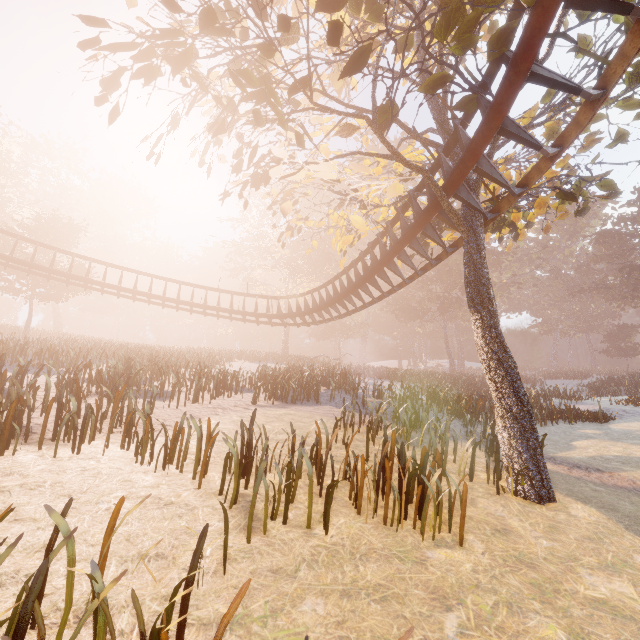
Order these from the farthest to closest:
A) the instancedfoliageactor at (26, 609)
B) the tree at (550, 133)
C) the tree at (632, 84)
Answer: the tree at (550, 133), the tree at (632, 84), the instancedfoliageactor at (26, 609)

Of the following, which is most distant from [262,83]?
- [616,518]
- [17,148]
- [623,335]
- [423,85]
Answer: [623,335]

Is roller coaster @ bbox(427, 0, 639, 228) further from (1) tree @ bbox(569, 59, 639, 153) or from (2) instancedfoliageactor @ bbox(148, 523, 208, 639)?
(2) instancedfoliageactor @ bbox(148, 523, 208, 639)

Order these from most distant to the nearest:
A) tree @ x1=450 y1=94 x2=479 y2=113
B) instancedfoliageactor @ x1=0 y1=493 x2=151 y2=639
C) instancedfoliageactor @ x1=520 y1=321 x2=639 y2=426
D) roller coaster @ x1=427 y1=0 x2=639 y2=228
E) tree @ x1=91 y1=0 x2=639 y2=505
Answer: instancedfoliageactor @ x1=520 y1=321 x2=639 y2=426, tree @ x1=450 y1=94 x2=479 y2=113, tree @ x1=91 y1=0 x2=639 y2=505, roller coaster @ x1=427 y1=0 x2=639 y2=228, instancedfoliageactor @ x1=0 y1=493 x2=151 y2=639

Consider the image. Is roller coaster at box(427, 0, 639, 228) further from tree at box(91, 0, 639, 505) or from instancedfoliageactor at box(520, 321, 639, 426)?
instancedfoliageactor at box(520, 321, 639, 426)

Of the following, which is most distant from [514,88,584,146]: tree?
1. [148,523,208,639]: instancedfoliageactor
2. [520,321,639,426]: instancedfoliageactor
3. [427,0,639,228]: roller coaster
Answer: [520,321,639,426]: instancedfoliageactor

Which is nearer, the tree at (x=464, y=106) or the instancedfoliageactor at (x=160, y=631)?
the instancedfoliageactor at (x=160, y=631)
